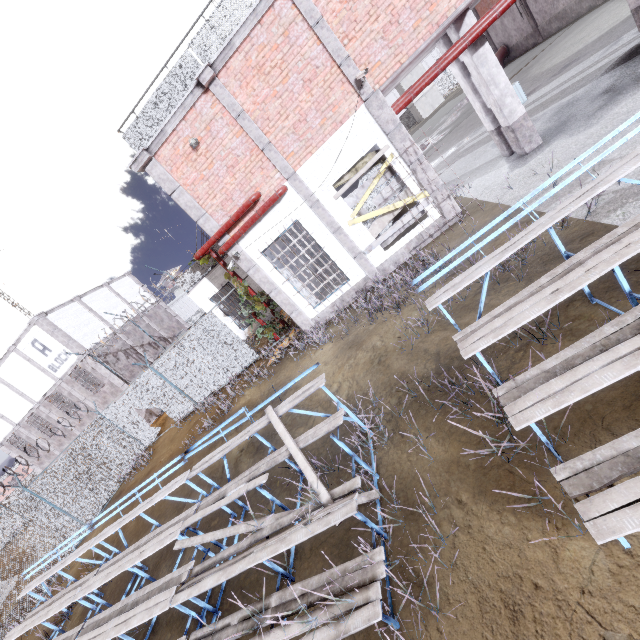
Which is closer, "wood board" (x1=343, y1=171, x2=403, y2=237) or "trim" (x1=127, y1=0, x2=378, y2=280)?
"trim" (x1=127, y1=0, x2=378, y2=280)

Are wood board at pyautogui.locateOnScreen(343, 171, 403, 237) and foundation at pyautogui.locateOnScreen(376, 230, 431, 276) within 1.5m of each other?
yes

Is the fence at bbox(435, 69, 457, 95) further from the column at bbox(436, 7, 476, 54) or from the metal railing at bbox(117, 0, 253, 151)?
the metal railing at bbox(117, 0, 253, 151)

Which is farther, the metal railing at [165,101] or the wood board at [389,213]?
the wood board at [389,213]

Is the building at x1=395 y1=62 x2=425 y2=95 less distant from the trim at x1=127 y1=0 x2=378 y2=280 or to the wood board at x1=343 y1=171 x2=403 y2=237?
the trim at x1=127 y1=0 x2=378 y2=280

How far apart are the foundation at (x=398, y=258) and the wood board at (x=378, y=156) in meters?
2.4 m

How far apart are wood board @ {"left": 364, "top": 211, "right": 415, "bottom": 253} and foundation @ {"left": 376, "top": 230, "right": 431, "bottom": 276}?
0.3 meters

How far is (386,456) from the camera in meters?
4.6 m
